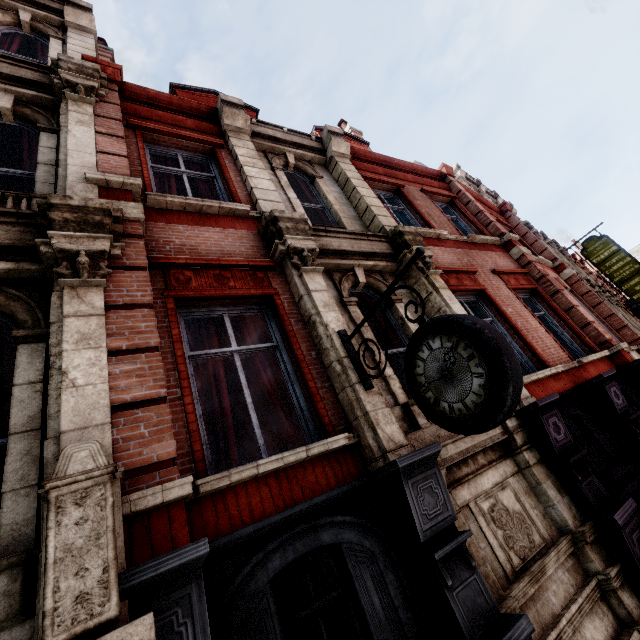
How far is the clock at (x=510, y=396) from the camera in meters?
2.4

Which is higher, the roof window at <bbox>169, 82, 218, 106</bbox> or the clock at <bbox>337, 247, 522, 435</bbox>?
the roof window at <bbox>169, 82, 218, 106</bbox>

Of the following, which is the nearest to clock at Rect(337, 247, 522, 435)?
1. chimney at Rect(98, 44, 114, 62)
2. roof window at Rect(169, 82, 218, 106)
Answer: roof window at Rect(169, 82, 218, 106)

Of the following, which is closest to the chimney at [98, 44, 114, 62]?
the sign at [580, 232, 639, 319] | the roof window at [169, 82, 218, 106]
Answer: the roof window at [169, 82, 218, 106]

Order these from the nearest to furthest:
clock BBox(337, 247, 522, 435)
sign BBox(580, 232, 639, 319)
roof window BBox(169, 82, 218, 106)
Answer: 1. clock BBox(337, 247, 522, 435)
2. roof window BBox(169, 82, 218, 106)
3. sign BBox(580, 232, 639, 319)

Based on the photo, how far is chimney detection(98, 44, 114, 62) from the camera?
11.44m

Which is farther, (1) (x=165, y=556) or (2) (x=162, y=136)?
(2) (x=162, y=136)

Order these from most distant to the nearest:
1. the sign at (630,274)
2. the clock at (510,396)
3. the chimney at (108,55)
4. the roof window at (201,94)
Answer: the sign at (630,274) < the chimney at (108,55) < the roof window at (201,94) < the clock at (510,396)
